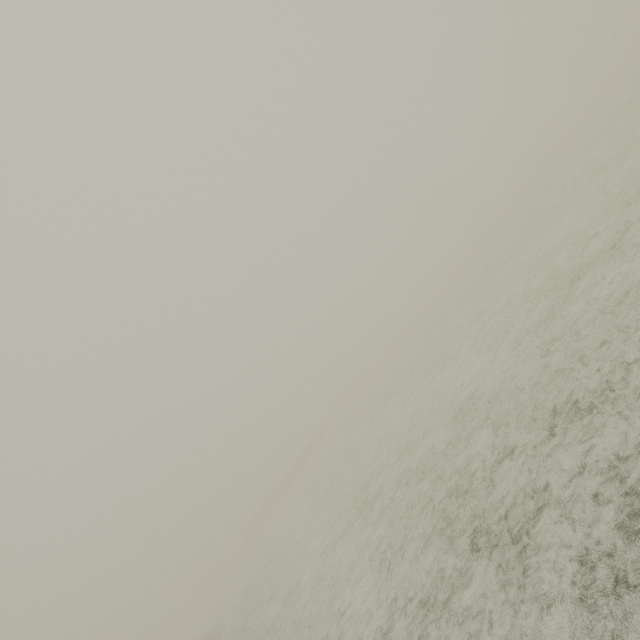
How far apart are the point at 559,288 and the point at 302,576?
10.3m
